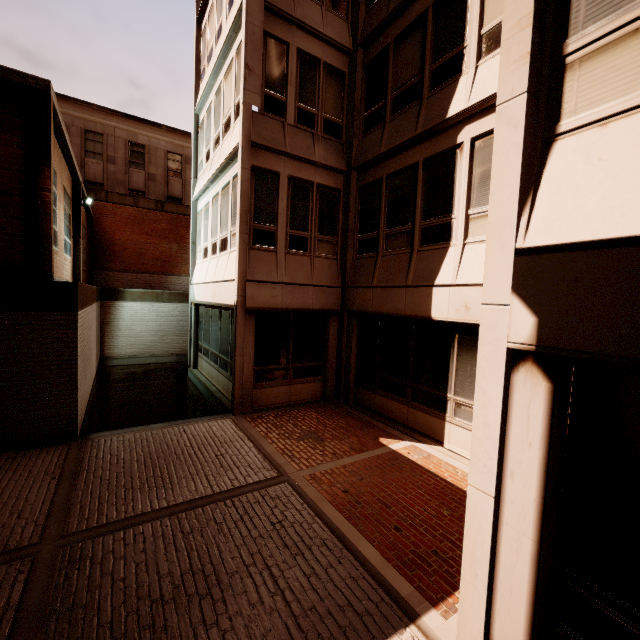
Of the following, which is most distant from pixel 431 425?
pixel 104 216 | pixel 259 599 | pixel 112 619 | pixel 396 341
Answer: pixel 104 216
